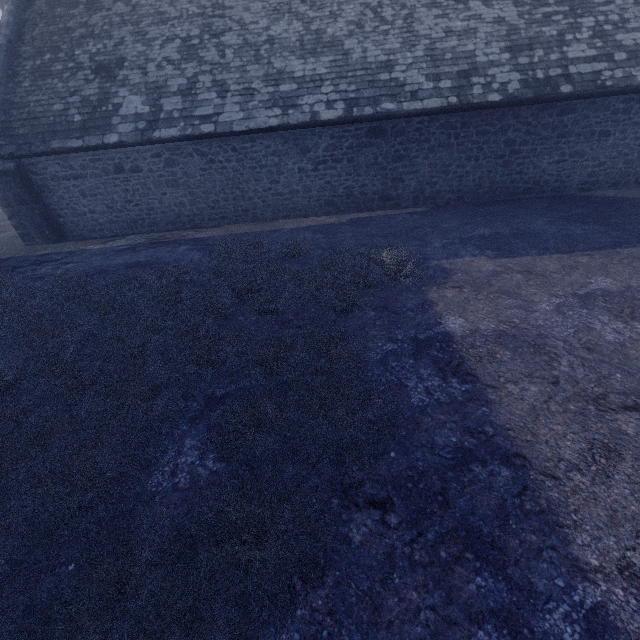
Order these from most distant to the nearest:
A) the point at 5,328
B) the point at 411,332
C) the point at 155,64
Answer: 1. the point at 155,64
2. the point at 5,328
3. the point at 411,332
